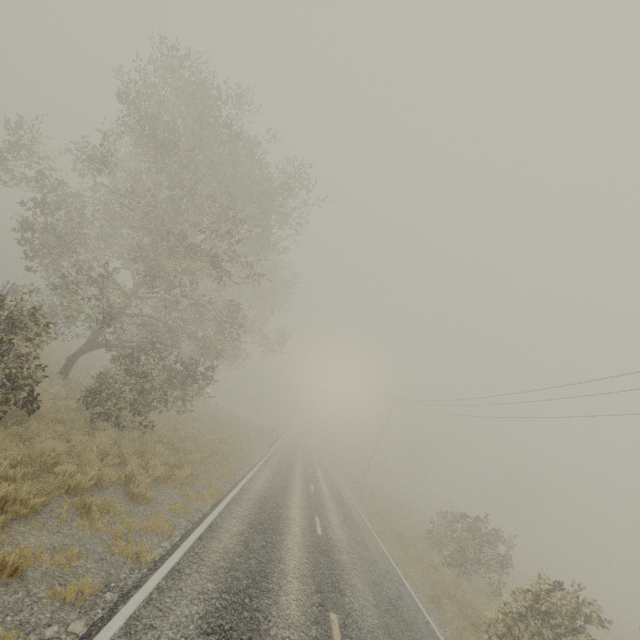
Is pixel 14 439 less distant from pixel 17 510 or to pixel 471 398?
pixel 17 510
